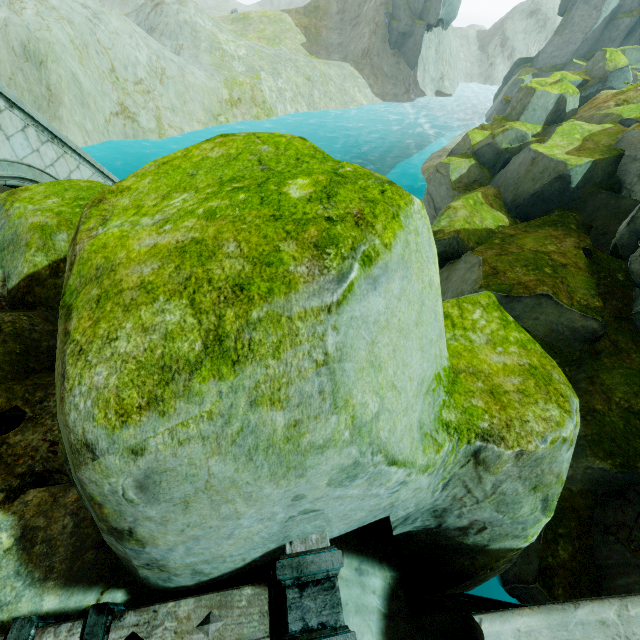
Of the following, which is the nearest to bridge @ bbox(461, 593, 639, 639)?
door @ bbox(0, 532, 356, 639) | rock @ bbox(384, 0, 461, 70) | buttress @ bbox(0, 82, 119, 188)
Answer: rock @ bbox(384, 0, 461, 70)

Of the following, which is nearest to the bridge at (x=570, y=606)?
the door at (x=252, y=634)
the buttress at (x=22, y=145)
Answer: the door at (x=252, y=634)

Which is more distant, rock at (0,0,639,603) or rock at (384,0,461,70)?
rock at (384,0,461,70)

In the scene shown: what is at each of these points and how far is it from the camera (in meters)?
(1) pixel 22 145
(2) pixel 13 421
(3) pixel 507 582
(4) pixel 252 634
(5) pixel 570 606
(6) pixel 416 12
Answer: (1) buttress, 5.95
(2) rock, 3.01
(3) rock, 8.40
(4) door, 2.00
(5) bridge, 2.13
(6) rock, 42.56

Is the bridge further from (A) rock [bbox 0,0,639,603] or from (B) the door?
(B) the door

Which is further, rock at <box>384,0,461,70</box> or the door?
rock at <box>384,0,461,70</box>

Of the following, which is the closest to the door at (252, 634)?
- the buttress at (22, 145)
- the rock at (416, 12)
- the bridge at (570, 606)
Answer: the rock at (416, 12)

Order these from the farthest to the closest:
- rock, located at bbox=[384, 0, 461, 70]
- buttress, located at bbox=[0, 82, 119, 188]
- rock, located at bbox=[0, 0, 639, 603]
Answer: rock, located at bbox=[384, 0, 461, 70] < buttress, located at bbox=[0, 82, 119, 188] < rock, located at bbox=[0, 0, 639, 603]
